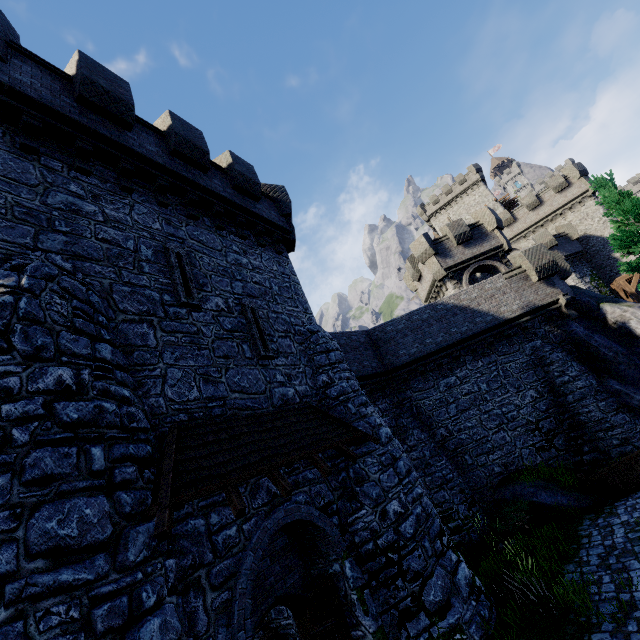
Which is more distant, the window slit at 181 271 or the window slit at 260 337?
the window slit at 260 337

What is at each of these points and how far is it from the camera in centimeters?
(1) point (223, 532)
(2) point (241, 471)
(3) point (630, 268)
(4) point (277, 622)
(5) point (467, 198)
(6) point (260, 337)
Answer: (1) building, 588cm
(2) awning, 575cm
(3) tree, 1393cm
(4) building, 1027cm
(5) building, 5434cm
(6) window slit, 961cm

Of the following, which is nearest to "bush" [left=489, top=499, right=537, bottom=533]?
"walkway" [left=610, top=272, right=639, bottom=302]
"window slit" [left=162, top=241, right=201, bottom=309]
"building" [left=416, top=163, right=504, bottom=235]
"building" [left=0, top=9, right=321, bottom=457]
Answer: "building" [left=0, top=9, right=321, bottom=457]

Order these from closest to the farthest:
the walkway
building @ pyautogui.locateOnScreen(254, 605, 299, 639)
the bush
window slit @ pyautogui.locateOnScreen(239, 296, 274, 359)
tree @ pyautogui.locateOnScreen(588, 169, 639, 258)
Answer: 1. window slit @ pyautogui.locateOnScreen(239, 296, 274, 359)
2. building @ pyautogui.locateOnScreen(254, 605, 299, 639)
3. the bush
4. tree @ pyautogui.locateOnScreen(588, 169, 639, 258)
5. the walkway

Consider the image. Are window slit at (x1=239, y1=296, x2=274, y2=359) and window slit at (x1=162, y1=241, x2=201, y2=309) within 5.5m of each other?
yes

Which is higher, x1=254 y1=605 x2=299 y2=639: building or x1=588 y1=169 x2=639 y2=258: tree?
x1=588 y1=169 x2=639 y2=258: tree

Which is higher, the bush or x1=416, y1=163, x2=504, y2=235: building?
x1=416, y1=163, x2=504, y2=235: building

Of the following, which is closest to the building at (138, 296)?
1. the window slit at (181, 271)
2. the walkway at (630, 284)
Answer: the window slit at (181, 271)
